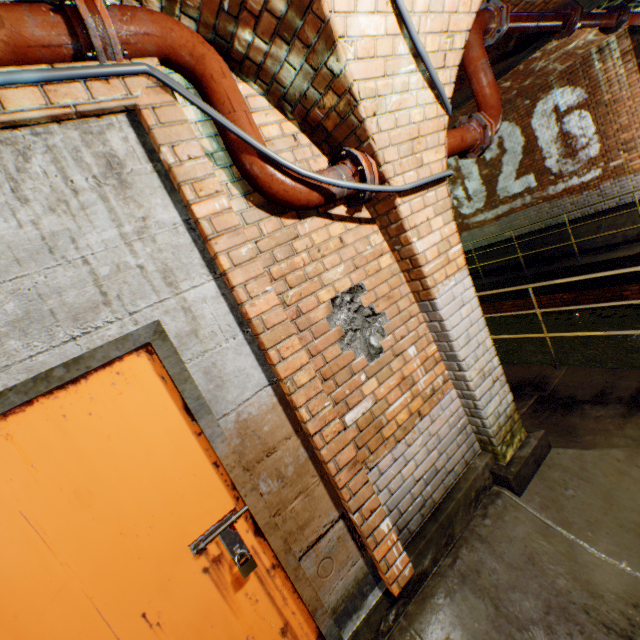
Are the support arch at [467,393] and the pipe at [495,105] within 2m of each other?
yes

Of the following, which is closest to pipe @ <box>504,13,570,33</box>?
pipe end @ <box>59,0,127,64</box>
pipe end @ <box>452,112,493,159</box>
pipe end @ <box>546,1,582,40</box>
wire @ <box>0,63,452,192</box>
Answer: pipe end @ <box>546,1,582,40</box>

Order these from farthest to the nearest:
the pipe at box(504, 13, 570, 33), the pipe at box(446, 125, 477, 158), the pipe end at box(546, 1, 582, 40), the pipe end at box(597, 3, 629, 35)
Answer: the pipe end at box(597, 3, 629, 35) → the pipe end at box(546, 1, 582, 40) → the pipe at box(504, 13, 570, 33) → the pipe at box(446, 125, 477, 158)

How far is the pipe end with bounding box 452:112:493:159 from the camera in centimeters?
283cm

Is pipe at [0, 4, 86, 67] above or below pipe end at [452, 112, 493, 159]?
above

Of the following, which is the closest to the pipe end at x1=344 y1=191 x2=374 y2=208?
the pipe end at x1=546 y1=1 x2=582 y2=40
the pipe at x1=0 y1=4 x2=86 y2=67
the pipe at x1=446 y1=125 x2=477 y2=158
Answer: the pipe at x1=446 y1=125 x2=477 y2=158

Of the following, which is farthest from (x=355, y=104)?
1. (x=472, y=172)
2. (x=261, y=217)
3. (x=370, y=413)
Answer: (x=472, y=172)

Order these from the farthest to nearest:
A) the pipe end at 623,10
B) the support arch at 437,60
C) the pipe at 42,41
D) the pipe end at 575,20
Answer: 1. the pipe end at 623,10
2. the pipe end at 575,20
3. the support arch at 437,60
4. the pipe at 42,41
